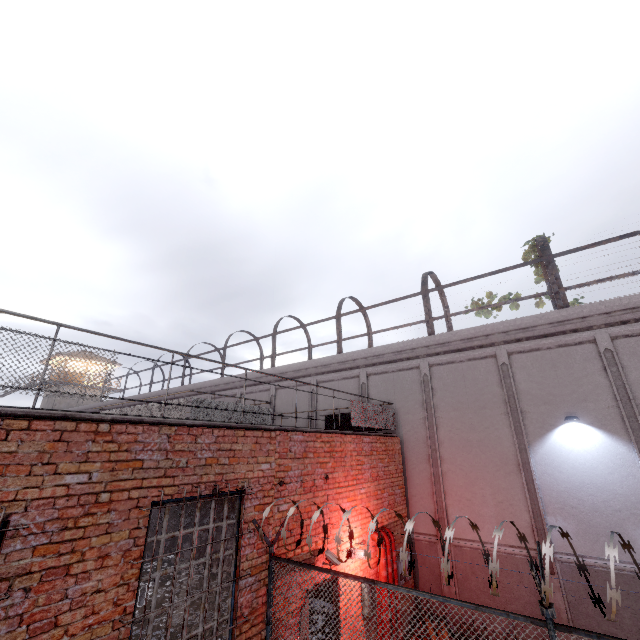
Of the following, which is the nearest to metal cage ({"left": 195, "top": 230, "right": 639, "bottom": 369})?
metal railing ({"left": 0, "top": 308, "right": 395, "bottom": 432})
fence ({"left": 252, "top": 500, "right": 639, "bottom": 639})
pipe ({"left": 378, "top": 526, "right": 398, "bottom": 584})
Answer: metal railing ({"left": 0, "top": 308, "right": 395, "bottom": 432})

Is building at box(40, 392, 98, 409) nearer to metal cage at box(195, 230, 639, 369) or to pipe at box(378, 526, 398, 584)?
metal cage at box(195, 230, 639, 369)

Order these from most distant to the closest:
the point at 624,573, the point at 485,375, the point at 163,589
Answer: the point at 163,589 < the point at 485,375 < the point at 624,573

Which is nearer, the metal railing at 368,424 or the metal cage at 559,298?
the metal railing at 368,424

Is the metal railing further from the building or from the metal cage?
the building

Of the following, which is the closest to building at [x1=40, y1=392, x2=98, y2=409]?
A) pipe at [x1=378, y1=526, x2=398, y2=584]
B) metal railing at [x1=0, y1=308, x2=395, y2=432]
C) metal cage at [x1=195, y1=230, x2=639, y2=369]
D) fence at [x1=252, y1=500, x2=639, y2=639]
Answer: metal cage at [x1=195, y1=230, x2=639, y2=369]

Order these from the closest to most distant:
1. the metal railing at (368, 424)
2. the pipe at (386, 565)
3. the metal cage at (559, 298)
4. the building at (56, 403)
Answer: the metal railing at (368, 424) < the pipe at (386, 565) < the metal cage at (559, 298) < the building at (56, 403)
